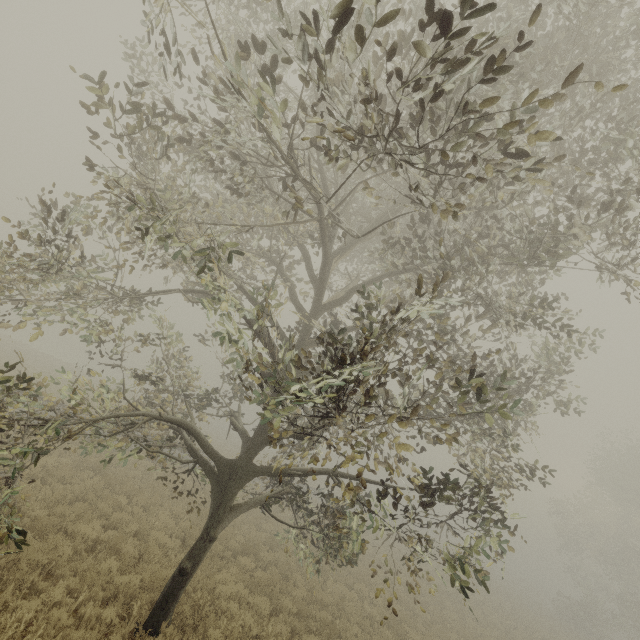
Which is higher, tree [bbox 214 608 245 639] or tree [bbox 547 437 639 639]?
tree [bbox 547 437 639 639]

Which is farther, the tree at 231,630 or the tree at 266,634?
the tree at 266,634

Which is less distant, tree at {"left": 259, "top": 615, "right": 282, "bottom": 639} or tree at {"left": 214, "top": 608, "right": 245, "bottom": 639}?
tree at {"left": 214, "top": 608, "right": 245, "bottom": 639}

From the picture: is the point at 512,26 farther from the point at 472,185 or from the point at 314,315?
the point at 314,315

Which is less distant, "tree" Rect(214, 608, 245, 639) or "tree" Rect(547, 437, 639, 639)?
"tree" Rect(214, 608, 245, 639)

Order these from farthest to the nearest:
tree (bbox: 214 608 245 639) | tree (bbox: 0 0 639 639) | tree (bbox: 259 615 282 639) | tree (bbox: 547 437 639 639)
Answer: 1. tree (bbox: 547 437 639 639)
2. tree (bbox: 259 615 282 639)
3. tree (bbox: 214 608 245 639)
4. tree (bbox: 0 0 639 639)

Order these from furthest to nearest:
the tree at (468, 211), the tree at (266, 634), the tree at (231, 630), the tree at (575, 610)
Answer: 1. the tree at (575, 610)
2. the tree at (266, 634)
3. the tree at (231, 630)
4. the tree at (468, 211)
